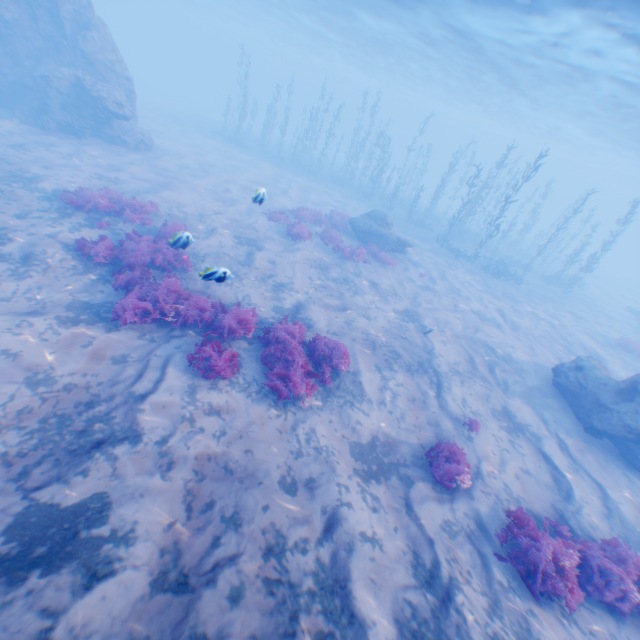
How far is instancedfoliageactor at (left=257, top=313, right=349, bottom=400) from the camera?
7.5 meters

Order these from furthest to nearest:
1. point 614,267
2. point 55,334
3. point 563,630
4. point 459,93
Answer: point 614,267, point 459,93, point 55,334, point 563,630

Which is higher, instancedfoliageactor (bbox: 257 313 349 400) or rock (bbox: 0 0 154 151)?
rock (bbox: 0 0 154 151)

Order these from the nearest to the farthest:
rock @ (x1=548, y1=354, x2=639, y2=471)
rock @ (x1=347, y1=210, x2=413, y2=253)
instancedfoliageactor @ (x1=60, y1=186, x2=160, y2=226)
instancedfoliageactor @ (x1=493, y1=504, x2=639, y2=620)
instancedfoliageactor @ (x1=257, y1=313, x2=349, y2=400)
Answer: instancedfoliageactor @ (x1=493, y1=504, x2=639, y2=620)
instancedfoliageactor @ (x1=257, y1=313, x2=349, y2=400)
rock @ (x1=548, y1=354, x2=639, y2=471)
instancedfoliageactor @ (x1=60, y1=186, x2=160, y2=226)
rock @ (x1=347, y1=210, x2=413, y2=253)

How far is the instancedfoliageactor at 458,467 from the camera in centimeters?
687cm

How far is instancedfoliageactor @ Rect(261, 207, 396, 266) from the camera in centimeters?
1617cm

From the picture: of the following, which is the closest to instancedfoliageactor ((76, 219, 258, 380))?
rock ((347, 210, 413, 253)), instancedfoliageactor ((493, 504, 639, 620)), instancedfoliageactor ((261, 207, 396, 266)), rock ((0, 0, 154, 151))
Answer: rock ((0, 0, 154, 151))

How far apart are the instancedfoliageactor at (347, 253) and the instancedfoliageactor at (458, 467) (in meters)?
11.19
